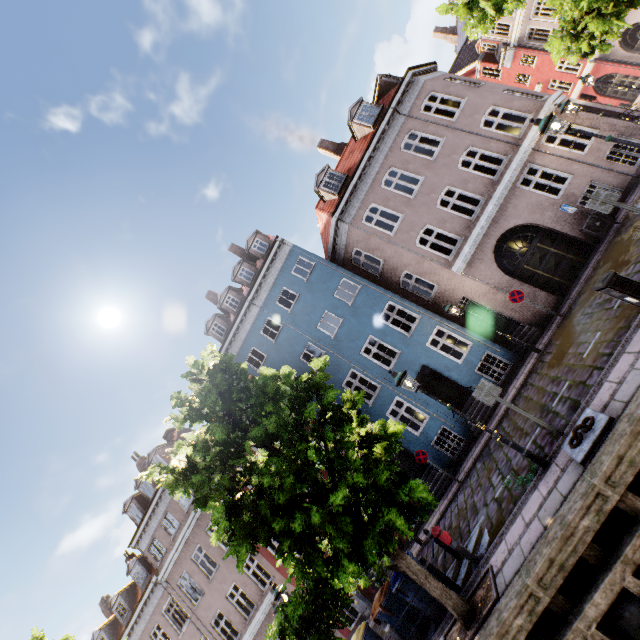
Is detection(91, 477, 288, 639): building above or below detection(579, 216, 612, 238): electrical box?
above

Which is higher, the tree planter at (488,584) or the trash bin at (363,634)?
the trash bin at (363,634)

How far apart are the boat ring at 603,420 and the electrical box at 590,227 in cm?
960

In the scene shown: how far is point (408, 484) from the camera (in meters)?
6.37

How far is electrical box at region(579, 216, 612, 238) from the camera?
12.5 meters

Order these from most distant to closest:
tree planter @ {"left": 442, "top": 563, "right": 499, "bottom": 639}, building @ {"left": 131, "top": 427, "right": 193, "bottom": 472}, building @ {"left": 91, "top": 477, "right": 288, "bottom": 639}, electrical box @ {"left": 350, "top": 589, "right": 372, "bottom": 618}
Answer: building @ {"left": 131, "top": 427, "right": 193, "bottom": 472} → building @ {"left": 91, "top": 477, "right": 288, "bottom": 639} → electrical box @ {"left": 350, "top": 589, "right": 372, "bottom": 618} → tree planter @ {"left": 442, "top": 563, "right": 499, "bottom": 639}

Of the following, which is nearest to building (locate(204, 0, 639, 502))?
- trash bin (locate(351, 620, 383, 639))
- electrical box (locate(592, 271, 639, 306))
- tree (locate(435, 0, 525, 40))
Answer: tree (locate(435, 0, 525, 40))

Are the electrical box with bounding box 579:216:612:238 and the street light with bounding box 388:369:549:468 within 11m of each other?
yes
